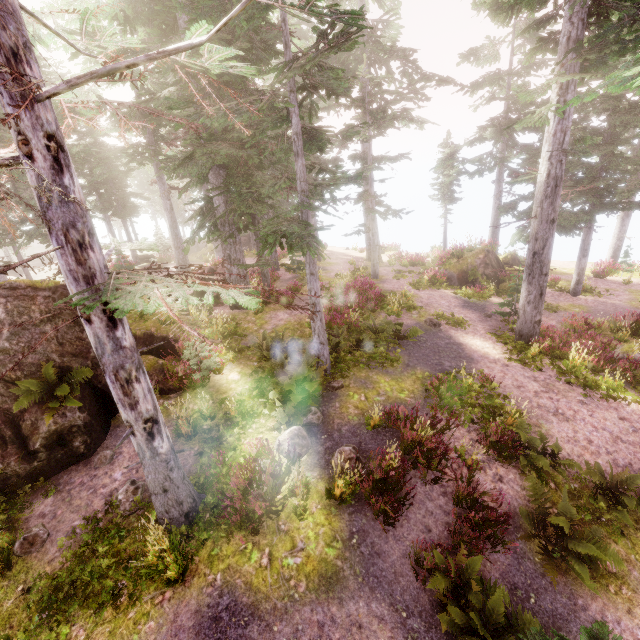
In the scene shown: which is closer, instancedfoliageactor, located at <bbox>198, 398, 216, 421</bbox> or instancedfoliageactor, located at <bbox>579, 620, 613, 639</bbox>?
instancedfoliageactor, located at <bbox>579, 620, 613, 639</bbox>

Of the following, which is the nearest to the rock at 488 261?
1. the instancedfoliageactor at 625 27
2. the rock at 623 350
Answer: the instancedfoliageactor at 625 27

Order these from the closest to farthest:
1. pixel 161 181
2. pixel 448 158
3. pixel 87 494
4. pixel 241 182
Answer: pixel 87 494
pixel 241 182
pixel 161 181
pixel 448 158

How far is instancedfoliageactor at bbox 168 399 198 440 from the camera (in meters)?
8.25

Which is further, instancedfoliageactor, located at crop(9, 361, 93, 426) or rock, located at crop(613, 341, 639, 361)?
rock, located at crop(613, 341, 639, 361)

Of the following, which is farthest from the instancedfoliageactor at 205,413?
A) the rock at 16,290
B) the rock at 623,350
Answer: the rock at 623,350

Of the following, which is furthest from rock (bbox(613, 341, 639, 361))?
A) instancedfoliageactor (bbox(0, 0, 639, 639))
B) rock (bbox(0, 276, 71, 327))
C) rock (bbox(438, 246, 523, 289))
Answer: rock (bbox(0, 276, 71, 327))
